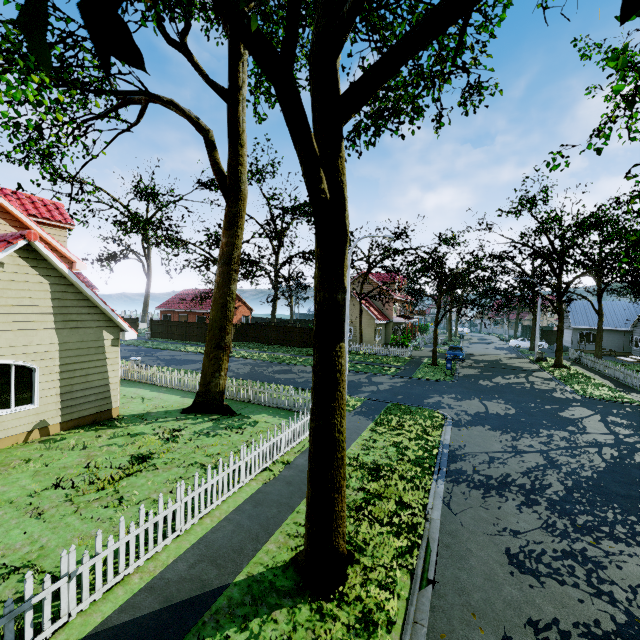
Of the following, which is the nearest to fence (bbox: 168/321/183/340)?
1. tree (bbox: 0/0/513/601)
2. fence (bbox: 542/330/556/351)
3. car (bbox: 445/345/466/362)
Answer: fence (bbox: 542/330/556/351)

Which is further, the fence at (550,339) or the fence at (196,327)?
the fence at (550,339)

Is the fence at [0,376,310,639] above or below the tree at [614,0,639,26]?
below

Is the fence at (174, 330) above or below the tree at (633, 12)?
below

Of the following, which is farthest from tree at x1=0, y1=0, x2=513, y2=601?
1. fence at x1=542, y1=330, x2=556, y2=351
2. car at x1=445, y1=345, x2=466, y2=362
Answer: car at x1=445, y1=345, x2=466, y2=362

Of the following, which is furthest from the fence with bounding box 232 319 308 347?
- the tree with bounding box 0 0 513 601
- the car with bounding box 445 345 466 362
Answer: the car with bounding box 445 345 466 362

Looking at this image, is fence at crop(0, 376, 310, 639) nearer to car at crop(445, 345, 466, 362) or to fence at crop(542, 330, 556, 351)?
fence at crop(542, 330, 556, 351)

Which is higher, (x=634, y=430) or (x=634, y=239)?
(x=634, y=239)
